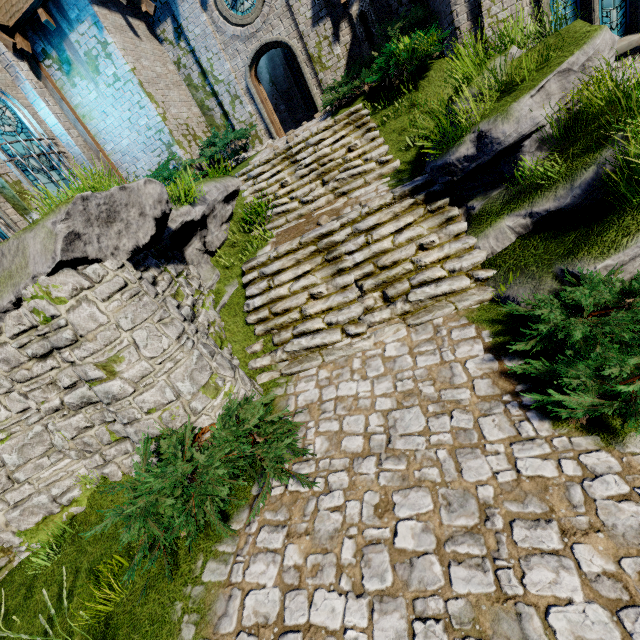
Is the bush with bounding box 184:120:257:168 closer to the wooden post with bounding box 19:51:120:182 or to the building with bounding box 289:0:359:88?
the building with bounding box 289:0:359:88

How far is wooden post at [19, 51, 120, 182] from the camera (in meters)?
10.30

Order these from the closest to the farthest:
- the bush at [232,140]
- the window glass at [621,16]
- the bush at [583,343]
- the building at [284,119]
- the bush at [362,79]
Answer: the bush at [583,343] < the window glass at [621,16] < the bush at [362,79] < the bush at [232,140] < the building at [284,119]

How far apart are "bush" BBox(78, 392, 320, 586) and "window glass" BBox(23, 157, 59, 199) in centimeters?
873cm

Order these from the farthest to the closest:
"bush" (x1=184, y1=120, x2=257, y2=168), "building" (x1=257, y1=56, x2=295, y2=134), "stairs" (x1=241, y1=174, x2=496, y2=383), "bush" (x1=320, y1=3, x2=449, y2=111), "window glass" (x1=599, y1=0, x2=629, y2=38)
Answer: "building" (x1=257, y1=56, x2=295, y2=134)
"bush" (x1=184, y1=120, x2=257, y2=168)
"bush" (x1=320, y1=3, x2=449, y2=111)
"window glass" (x1=599, y1=0, x2=629, y2=38)
"stairs" (x1=241, y1=174, x2=496, y2=383)

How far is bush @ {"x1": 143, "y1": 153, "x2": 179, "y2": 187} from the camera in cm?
1068

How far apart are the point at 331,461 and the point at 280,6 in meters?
14.3 m

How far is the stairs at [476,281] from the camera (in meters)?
5.70
